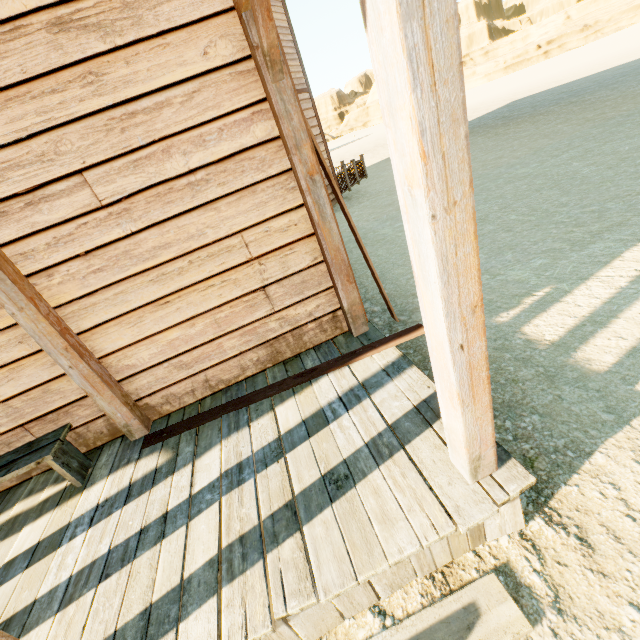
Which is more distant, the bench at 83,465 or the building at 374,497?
the bench at 83,465

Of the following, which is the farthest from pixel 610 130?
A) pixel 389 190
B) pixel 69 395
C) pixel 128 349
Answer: pixel 69 395

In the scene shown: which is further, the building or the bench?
the bench
